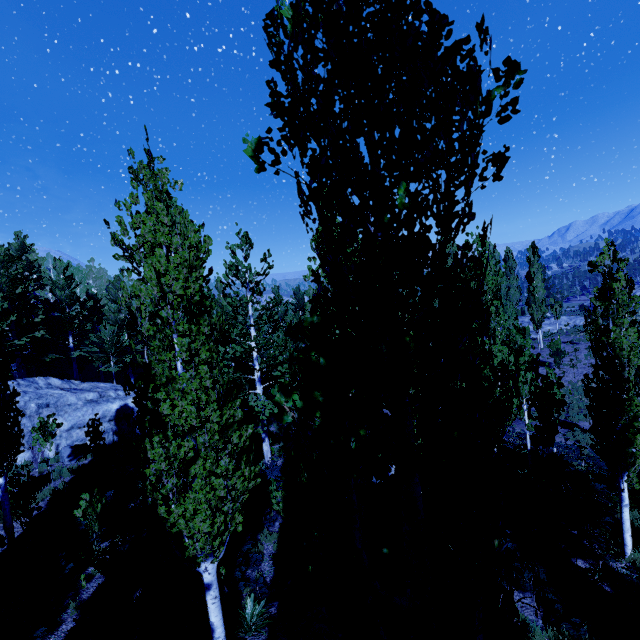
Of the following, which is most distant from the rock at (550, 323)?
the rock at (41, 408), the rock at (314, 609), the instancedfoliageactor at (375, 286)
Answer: the rock at (314, 609)

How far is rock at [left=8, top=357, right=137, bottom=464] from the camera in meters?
18.2

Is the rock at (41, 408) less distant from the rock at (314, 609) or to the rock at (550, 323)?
the rock at (314, 609)

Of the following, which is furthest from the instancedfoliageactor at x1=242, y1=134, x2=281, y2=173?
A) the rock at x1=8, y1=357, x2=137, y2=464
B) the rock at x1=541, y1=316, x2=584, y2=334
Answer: the rock at x1=541, y1=316, x2=584, y2=334

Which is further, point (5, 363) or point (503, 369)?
point (5, 363)

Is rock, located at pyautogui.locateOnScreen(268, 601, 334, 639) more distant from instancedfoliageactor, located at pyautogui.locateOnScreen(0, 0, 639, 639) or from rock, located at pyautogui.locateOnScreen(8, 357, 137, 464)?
rock, located at pyautogui.locateOnScreen(8, 357, 137, 464)

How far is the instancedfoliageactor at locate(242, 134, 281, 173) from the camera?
2.3 meters
